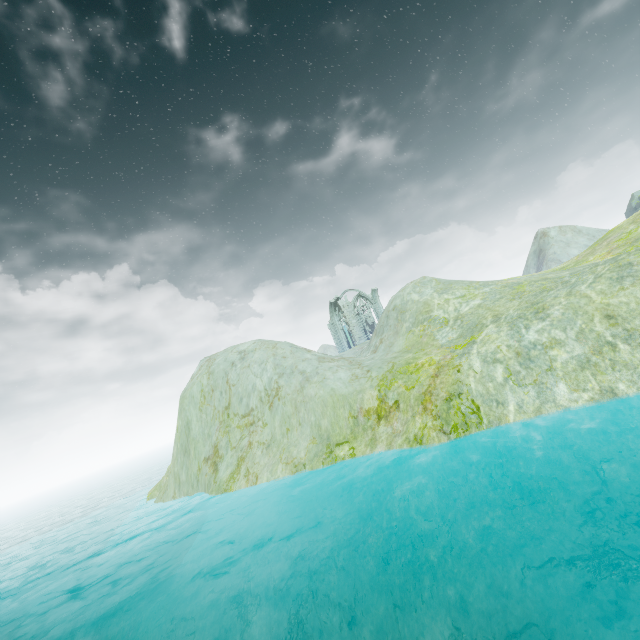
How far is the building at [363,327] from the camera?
47.31m

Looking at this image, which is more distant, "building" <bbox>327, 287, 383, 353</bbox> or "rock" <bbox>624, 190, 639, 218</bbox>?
"rock" <bbox>624, 190, 639, 218</bbox>

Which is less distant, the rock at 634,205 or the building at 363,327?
the building at 363,327

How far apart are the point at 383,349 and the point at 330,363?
3.7 meters

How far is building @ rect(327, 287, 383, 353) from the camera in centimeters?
4731cm
